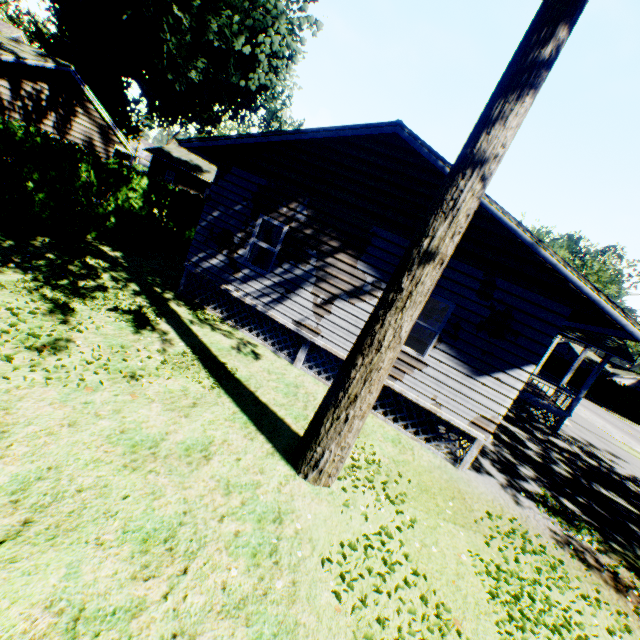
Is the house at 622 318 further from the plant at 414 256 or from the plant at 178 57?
the plant at 178 57

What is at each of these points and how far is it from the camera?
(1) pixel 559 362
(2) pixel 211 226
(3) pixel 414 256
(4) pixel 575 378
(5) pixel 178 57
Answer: (1) hedge, 45.9 meters
(2) house, 10.2 meters
(3) plant, 4.6 meters
(4) hedge, 43.0 meters
(5) plant, 17.3 meters

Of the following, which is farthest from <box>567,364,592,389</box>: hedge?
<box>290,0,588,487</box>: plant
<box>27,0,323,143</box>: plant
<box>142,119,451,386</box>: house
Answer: <box>27,0,323,143</box>: plant

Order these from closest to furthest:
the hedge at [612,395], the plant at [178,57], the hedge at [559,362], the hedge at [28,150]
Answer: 1. the hedge at [28,150]
2. the plant at [178,57]
3. the hedge at [612,395]
4. the hedge at [559,362]

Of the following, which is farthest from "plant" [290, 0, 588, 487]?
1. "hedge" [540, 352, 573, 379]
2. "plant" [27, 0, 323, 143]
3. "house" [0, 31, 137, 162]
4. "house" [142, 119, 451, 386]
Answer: "hedge" [540, 352, 573, 379]

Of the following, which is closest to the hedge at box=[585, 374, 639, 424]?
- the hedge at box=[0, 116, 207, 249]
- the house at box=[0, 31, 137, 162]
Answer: the hedge at box=[0, 116, 207, 249]

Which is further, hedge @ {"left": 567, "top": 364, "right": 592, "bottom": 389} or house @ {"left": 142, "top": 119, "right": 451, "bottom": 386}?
hedge @ {"left": 567, "top": 364, "right": 592, "bottom": 389}

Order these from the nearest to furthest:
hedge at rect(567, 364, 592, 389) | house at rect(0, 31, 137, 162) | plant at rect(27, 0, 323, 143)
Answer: house at rect(0, 31, 137, 162), plant at rect(27, 0, 323, 143), hedge at rect(567, 364, 592, 389)
